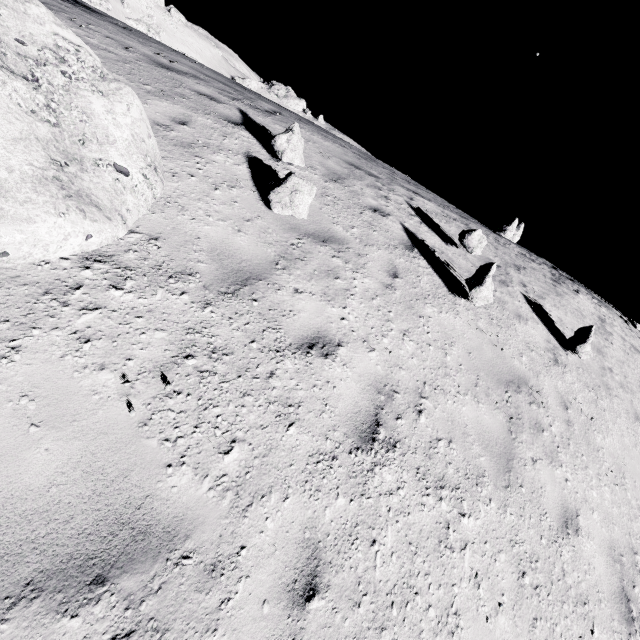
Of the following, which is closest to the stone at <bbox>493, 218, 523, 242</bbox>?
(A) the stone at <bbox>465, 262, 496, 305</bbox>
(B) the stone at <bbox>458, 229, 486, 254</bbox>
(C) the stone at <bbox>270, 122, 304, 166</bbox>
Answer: (B) the stone at <bbox>458, 229, 486, 254</bbox>

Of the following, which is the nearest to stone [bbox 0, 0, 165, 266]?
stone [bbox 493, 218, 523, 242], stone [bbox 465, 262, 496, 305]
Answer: stone [bbox 465, 262, 496, 305]

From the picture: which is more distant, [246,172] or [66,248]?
[246,172]

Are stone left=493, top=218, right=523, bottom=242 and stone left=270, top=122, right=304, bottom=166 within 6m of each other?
no

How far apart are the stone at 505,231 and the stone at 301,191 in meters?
29.8

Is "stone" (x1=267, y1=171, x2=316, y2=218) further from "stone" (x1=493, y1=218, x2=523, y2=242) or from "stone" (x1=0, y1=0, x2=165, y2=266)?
"stone" (x1=493, y1=218, x2=523, y2=242)

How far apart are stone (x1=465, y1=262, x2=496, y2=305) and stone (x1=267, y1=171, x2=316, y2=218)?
3.23m

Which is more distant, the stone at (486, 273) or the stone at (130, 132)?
the stone at (486, 273)
